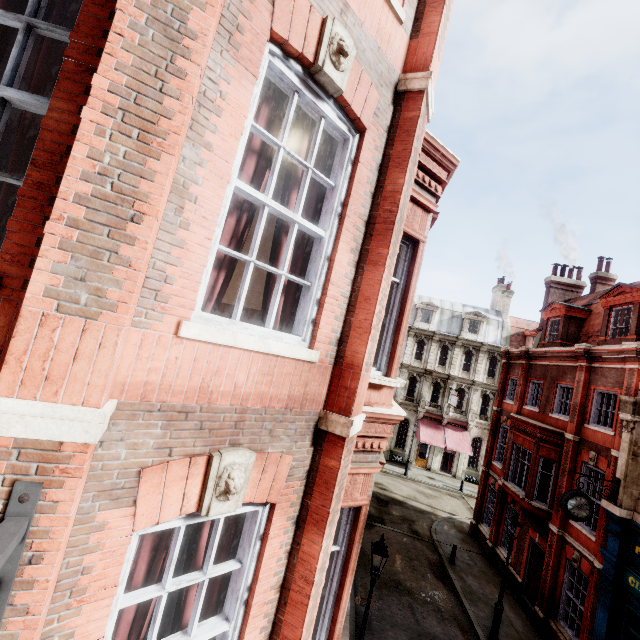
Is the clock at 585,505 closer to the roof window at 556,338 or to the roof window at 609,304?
the roof window at 609,304

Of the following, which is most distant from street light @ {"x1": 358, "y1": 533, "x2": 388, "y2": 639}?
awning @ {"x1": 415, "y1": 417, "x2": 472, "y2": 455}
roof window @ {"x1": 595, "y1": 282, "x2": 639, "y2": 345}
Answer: awning @ {"x1": 415, "y1": 417, "x2": 472, "y2": 455}

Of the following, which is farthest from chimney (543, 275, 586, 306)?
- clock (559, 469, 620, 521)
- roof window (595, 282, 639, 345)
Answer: clock (559, 469, 620, 521)

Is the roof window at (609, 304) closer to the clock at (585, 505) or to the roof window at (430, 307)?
the clock at (585, 505)

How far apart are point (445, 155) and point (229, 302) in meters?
3.9 m

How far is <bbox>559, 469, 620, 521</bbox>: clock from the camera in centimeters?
1112cm

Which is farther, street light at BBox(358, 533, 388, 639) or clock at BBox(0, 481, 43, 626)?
street light at BBox(358, 533, 388, 639)

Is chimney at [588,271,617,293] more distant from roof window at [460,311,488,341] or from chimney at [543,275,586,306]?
roof window at [460,311,488,341]
